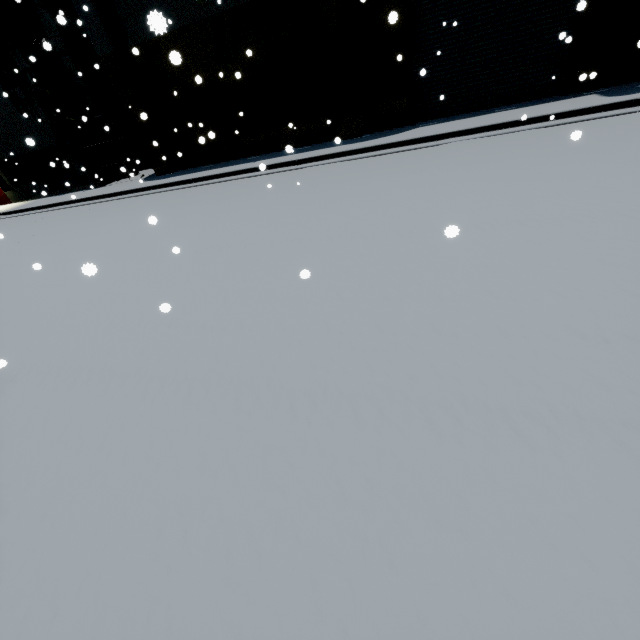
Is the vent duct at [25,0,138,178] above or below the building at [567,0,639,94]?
above

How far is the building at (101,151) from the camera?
17.8 meters

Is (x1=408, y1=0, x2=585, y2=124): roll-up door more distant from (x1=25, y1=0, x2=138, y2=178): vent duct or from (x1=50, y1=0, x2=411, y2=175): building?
(x1=25, y1=0, x2=138, y2=178): vent duct

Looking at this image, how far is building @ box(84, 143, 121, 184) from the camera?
17.81m

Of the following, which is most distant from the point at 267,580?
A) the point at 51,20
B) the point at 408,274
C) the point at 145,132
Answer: the point at 51,20

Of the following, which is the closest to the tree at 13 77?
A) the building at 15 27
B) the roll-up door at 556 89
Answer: the building at 15 27

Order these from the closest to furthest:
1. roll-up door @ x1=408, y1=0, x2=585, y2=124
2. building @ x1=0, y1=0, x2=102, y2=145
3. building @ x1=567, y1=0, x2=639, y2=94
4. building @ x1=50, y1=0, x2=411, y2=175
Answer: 1. building @ x1=567, y1=0, x2=639, y2=94
2. roll-up door @ x1=408, y1=0, x2=585, y2=124
3. building @ x1=50, y1=0, x2=411, y2=175
4. building @ x1=0, y1=0, x2=102, y2=145
